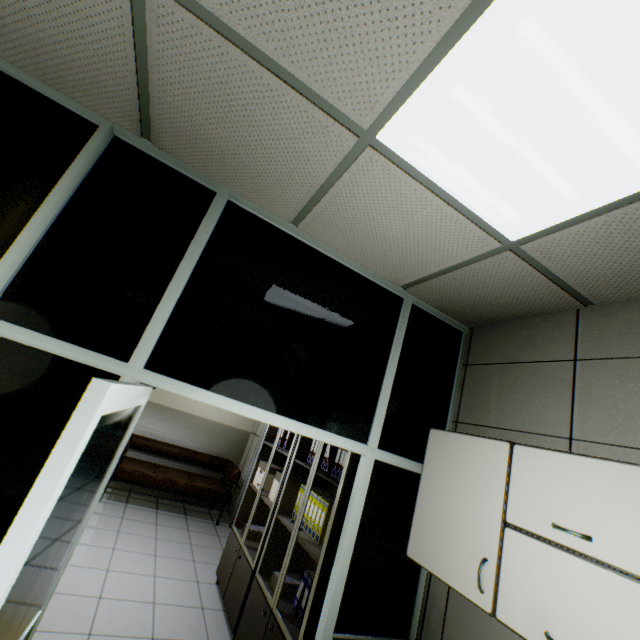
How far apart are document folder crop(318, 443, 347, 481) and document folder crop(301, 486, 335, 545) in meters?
0.3

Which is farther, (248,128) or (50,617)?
(50,617)

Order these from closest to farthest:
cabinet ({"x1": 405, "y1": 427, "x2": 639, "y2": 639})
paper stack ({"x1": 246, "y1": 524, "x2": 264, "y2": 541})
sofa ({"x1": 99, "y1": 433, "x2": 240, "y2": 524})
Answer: cabinet ({"x1": 405, "y1": 427, "x2": 639, "y2": 639}) < paper stack ({"x1": 246, "y1": 524, "x2": 264, "y2": 541}) < sofa ({"x1": 99, "y1": 433, "x2": 240, "y2": 524})

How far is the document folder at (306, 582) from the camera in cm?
254

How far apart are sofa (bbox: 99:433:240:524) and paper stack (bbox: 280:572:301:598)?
3.2m

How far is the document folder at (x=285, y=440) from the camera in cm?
430

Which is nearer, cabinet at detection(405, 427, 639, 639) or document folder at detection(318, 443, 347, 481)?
cabinet at detection(405, 427, 639, 639)

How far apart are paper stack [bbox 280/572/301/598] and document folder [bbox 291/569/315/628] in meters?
0.2
